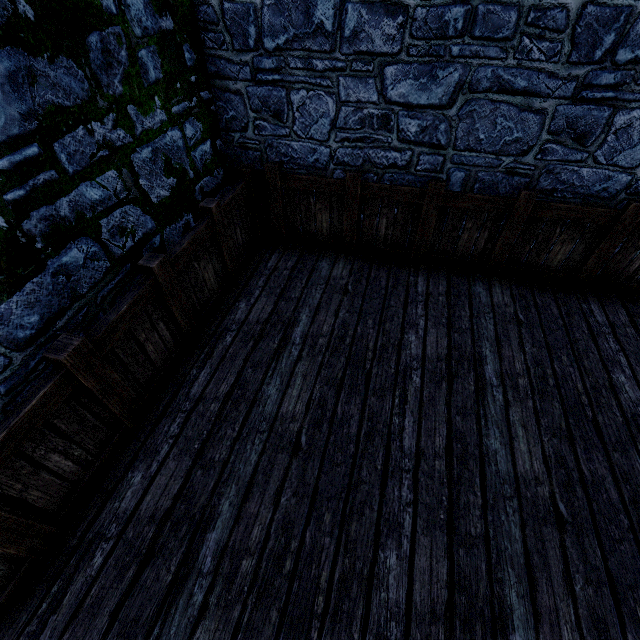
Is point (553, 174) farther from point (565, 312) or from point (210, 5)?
point (210, 5)

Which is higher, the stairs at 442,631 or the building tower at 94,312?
the building tower at 94,312

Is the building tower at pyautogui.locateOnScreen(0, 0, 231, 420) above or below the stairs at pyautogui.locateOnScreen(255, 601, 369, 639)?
above

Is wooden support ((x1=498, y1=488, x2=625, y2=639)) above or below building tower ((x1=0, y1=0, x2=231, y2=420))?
below

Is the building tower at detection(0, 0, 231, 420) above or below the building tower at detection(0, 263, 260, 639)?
Answer: above

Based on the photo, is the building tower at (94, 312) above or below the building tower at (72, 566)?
above
